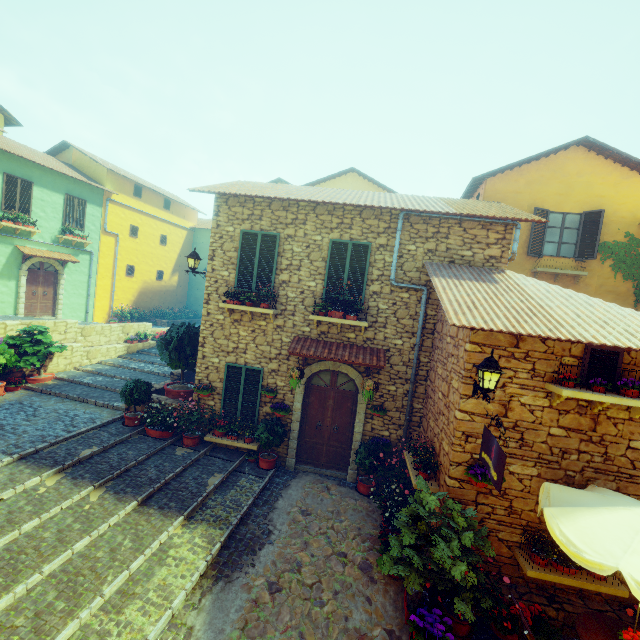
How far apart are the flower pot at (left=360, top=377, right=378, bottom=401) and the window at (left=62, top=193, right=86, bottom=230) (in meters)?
17.66

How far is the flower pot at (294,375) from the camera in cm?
815

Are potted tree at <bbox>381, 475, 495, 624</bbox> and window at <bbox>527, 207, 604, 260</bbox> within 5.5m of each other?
no

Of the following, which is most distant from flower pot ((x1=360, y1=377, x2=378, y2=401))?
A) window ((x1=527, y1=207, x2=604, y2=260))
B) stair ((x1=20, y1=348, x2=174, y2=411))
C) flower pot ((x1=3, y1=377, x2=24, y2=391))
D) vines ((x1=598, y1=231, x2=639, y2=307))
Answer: flower pot ((x1=3, y1=377, x2=24, y2=391))

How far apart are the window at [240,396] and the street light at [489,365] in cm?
536

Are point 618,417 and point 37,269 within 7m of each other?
no

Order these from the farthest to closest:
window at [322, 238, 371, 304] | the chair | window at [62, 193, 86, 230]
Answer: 1. window at [62, 193, 86, 230]
2. window at [322, 238, 371, 304]
3. the chair

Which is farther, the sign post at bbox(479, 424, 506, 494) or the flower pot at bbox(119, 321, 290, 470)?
the flower pot at bbox(119, 321, 290, 470)
